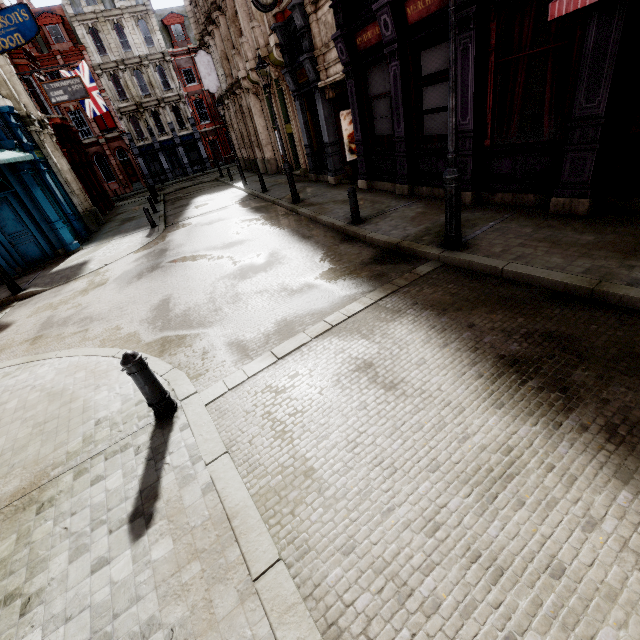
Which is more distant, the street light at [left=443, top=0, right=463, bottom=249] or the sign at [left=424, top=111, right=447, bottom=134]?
the sign at [left=424, top=111, right=447, bottom=134]

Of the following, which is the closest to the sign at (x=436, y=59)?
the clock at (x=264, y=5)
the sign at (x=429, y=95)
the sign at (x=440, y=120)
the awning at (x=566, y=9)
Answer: the sign at (x=429, y=95)

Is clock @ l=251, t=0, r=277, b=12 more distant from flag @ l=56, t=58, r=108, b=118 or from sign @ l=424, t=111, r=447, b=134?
flag @ l=56, t=58, r=108, b=118

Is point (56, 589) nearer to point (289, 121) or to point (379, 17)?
point (379, 17)

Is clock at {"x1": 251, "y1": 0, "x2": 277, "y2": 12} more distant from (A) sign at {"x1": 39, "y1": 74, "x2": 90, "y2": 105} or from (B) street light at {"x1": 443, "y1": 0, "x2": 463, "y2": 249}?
(B) street light at {"x1": 443, "y1": 0, "x2": 463, "y2": 249}

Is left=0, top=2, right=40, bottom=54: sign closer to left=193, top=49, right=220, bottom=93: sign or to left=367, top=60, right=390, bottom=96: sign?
left=193, top=49, right=220, bottom=93: sign

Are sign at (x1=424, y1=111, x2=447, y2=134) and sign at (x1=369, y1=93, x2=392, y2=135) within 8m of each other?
yes

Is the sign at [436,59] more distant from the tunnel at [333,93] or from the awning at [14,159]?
the awning at [14,159]
